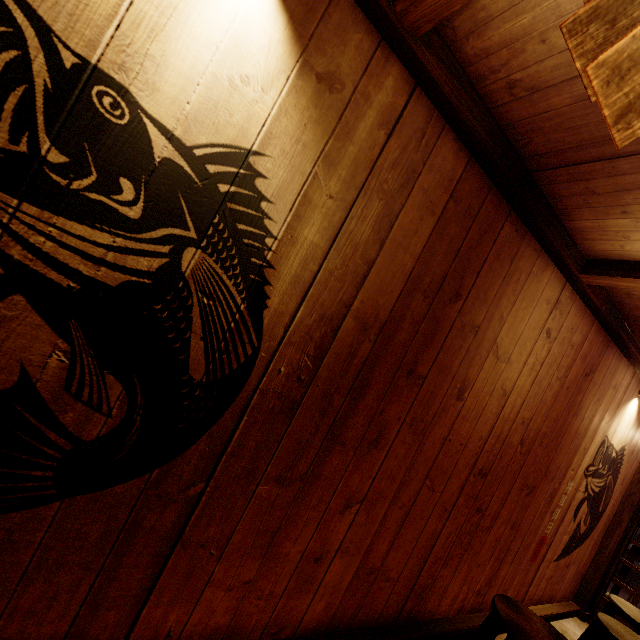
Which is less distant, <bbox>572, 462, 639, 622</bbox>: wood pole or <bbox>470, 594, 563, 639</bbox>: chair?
<bbox>470, 594, 563, 639</bbox>: chair

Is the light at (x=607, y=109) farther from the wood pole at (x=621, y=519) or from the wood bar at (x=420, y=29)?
the wood pole at (x=621, y=519)

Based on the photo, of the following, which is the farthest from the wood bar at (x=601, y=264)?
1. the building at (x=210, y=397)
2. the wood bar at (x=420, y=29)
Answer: the wood bar at (x=420, y=29)

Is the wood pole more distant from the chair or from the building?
the chair

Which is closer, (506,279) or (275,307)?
(275,307)

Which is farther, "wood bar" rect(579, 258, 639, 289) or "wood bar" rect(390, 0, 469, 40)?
"wood bar" rect(579, 258, 639, 289)

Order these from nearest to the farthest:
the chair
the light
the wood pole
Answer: the light < the chair < the wood pole

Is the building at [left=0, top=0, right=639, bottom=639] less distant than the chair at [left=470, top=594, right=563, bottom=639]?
Yes
